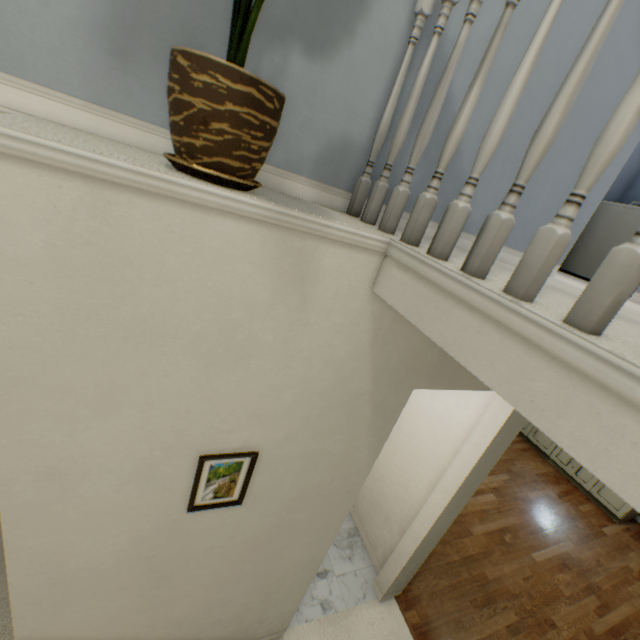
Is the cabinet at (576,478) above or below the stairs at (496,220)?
below

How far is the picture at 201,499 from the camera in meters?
1.1

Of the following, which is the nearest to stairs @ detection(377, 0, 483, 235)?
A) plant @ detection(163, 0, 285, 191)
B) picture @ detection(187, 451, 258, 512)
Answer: plant @ detection(163, 0, 285, 191)

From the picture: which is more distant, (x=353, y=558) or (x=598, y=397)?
(x=353, y=558)

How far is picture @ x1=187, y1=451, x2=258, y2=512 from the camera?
1.15m

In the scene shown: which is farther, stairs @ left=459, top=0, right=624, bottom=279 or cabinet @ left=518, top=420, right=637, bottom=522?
cabinet @ left=518, top=420, right=637, bottom=522

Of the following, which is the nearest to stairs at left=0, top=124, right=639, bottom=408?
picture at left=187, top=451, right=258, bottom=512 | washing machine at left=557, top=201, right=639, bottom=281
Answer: picture at left=187, top=451, right=258, bottom=512

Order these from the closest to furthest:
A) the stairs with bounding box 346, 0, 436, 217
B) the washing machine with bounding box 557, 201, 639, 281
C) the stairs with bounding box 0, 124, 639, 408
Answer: the stairs with bounding box 0, 124, 639, 408 → the stairs with bounding box 346, 0, 436, 217 → the washing machine with bounding box 557, 201, 639, 281
